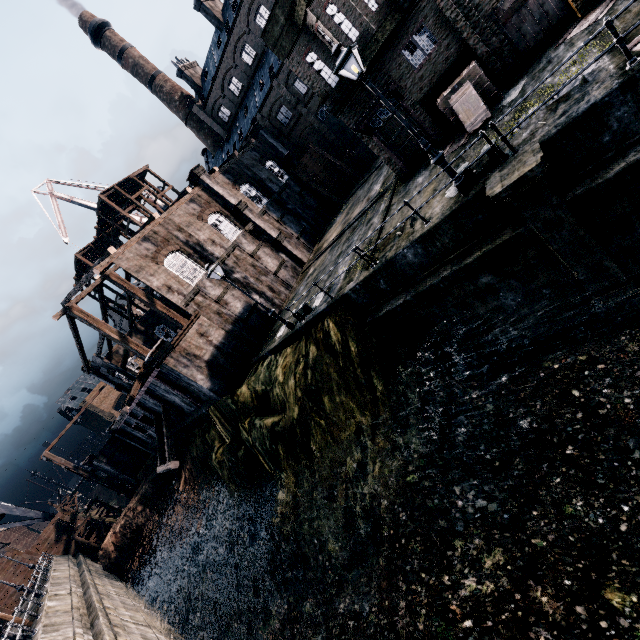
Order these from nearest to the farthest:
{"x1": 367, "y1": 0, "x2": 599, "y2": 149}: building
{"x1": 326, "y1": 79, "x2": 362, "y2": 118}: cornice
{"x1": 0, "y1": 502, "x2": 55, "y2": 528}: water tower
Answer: {"x1": 367, "y1": 0, "x2": 599, "y2": 149}: building
{"x1": 326, "y1": 79, "x2": 362, "y2": 118}: cornice
{"x1": 0, "y1": 502, "x2": 55, "y2": 528}: water tower

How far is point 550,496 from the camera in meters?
9.3 m

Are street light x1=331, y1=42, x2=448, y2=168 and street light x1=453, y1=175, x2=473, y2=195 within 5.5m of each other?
yes

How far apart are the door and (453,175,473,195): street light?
34.1m

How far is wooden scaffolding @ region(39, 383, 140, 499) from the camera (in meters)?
39.47

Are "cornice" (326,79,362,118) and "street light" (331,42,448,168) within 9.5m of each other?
yes

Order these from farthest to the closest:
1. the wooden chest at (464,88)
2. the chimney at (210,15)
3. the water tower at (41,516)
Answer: the chimney at (210,15) < the water tower at (41,516) < the wooden chest at (464,88)

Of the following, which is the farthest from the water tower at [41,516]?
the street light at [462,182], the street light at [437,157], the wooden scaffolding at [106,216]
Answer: the street light at [462,182]
